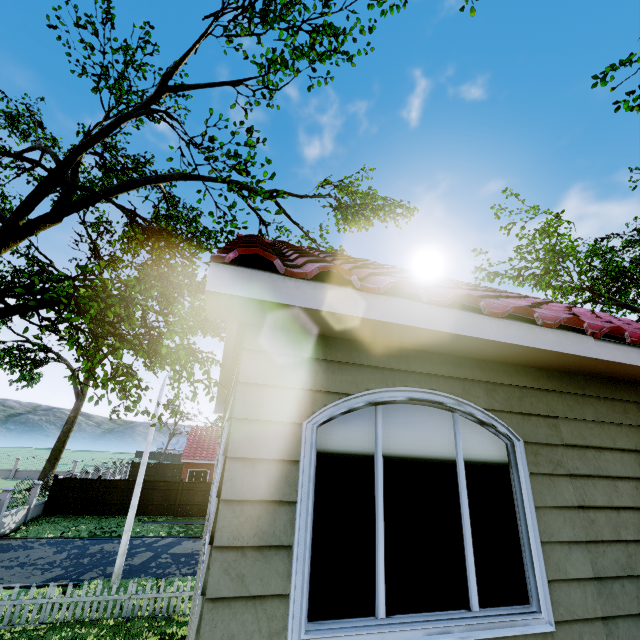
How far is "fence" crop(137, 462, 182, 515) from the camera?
24.02m

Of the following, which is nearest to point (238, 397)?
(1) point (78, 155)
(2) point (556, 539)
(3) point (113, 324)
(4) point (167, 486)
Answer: (2) point (556, 539)

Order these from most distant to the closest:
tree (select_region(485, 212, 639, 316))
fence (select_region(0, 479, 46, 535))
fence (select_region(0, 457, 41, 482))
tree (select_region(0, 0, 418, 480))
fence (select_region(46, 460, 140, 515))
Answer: fence (select_region(0, 457, 41, 482)) < fence (select_region(46, 460, 140, 515)) < tree (select_region(485, 212, 639, 316)) < fence (select_region(0, 479, 46, 535)) < tree (select_region(0, 0, 418, 480))

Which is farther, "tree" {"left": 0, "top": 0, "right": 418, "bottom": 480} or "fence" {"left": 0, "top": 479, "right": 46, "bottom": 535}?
"fence" {"left": 0, "top": 479, "right": 46, "bottom": 535}

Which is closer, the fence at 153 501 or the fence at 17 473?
the fence at 153 501

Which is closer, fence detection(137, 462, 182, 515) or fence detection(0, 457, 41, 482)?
fence detection(137, 462, 182, 515)

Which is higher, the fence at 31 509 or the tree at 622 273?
the tree at 622 273
